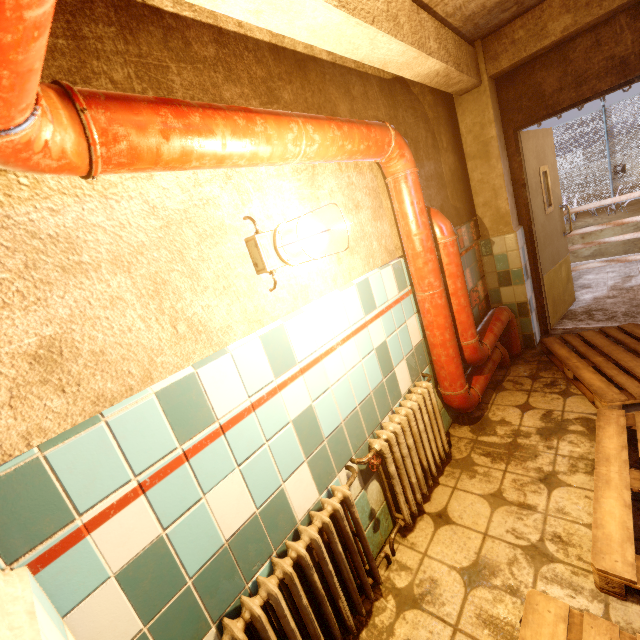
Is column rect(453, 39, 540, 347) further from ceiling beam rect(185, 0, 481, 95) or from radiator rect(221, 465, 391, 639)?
radiator rect(221, 465, 391, 639)

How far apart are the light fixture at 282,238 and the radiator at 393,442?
0.99m

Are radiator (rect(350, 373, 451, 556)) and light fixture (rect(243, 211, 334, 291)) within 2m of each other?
yes

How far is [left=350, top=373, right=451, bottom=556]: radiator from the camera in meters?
1.8 m

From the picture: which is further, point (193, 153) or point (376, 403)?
point (376, 403)

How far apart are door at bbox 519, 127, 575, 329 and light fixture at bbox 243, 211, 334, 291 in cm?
306

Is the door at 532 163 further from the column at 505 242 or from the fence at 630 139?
the fence at 630 139

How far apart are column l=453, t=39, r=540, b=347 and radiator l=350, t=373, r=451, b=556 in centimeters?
175cm
